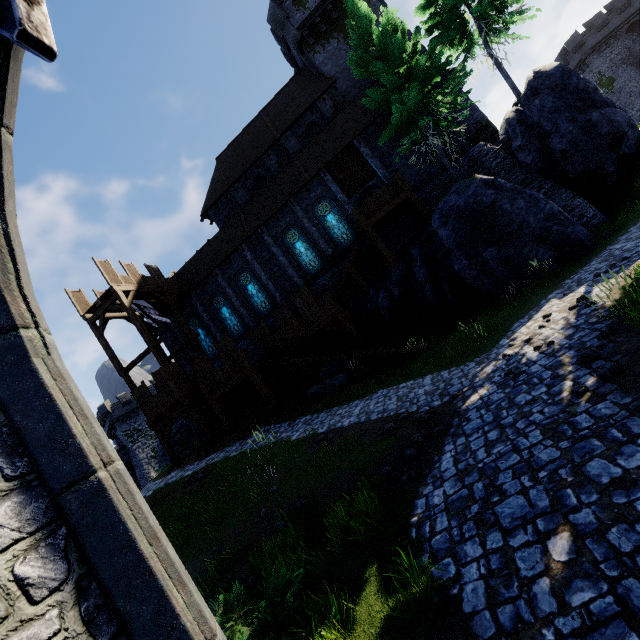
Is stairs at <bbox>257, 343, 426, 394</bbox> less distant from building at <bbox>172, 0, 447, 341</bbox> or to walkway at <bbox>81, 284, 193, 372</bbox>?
building at <bbox>172, 0, 447, 341</bbox>

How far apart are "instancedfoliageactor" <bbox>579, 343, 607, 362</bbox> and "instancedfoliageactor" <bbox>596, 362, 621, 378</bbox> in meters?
0.6

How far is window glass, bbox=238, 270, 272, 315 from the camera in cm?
2461

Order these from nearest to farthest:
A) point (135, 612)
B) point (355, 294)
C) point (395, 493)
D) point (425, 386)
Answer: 1. point (135, 612)
2. point (395, 493)
3. point (425, 386)
4. point (355, 294)

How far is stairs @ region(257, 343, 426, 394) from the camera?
16.5m

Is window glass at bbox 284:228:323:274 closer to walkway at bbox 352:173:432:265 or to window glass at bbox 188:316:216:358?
walkway at bbox 352:173:432:265

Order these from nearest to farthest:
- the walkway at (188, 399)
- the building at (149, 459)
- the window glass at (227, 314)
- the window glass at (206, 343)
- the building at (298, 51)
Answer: the walkway at (188, 399), the building at (298, 51), the window glass at (227, 314), the window glass at (206, 343), the building at (149, 459)

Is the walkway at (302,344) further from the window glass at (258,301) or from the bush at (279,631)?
the bush at (279,631)
